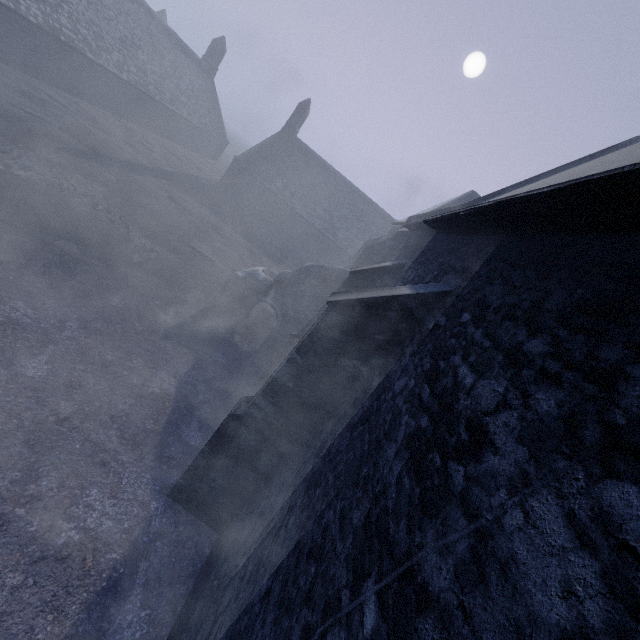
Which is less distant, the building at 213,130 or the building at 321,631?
the building at 321,631

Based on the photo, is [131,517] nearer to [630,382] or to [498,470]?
[498,470]

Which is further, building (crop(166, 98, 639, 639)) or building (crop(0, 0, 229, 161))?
building (crop(0, 0, 229, 161))
